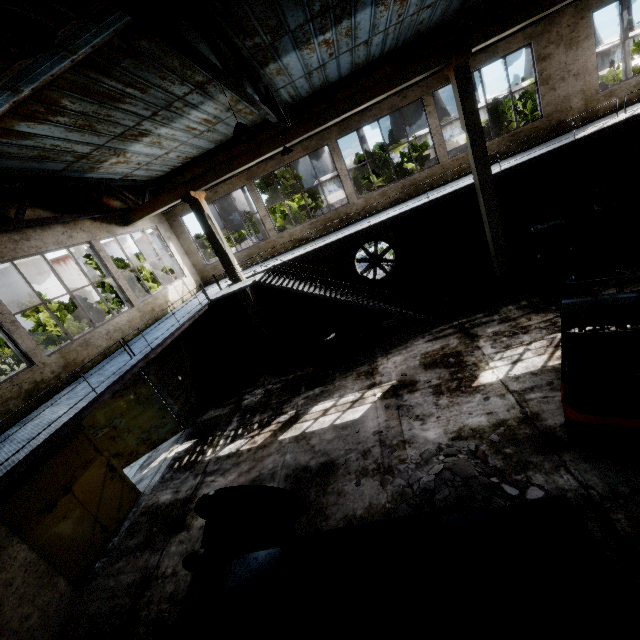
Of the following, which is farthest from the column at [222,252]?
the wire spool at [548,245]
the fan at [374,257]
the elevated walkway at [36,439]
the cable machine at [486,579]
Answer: the wire spool at [548,245]

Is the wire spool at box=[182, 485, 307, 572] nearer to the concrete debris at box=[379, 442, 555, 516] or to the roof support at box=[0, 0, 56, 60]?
the concrete debris at box=[379, 442, 555, 516]

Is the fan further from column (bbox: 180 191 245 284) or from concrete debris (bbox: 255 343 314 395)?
column (bbox: 180 191 245 284)

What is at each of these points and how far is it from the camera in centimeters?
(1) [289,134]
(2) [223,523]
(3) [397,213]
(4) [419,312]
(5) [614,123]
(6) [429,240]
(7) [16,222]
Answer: (1) beam, 1101cm
(2) wire spool, 522cm
(3) elevated walkway, 1229cm
(4) stairs, 1209cm
(5) elevated walkway, 1053cm
(6) power box, 1442cm
(7) roof support, 844cm

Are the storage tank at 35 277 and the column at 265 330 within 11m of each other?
no

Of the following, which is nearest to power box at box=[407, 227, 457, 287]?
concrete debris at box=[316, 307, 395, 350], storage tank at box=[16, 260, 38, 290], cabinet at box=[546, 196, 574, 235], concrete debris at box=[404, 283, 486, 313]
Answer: concrete debris at box=[404, 283, 486, 313]

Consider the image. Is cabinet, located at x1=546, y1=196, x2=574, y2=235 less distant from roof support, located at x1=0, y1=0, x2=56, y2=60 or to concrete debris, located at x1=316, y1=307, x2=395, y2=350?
concrete debris, located at x1=316, y1=307, x2=395, y2=350

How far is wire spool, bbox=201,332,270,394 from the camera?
13.1 meters
